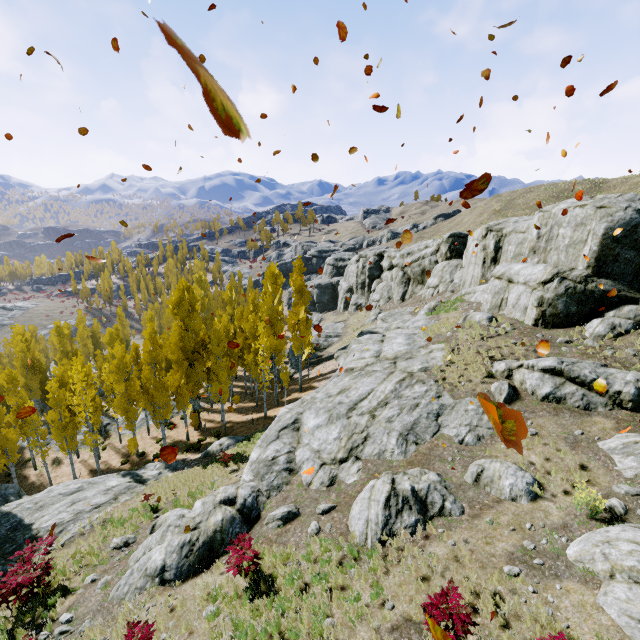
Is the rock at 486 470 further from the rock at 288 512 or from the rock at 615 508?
the rock at 615 508

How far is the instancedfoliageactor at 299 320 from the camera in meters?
28.2

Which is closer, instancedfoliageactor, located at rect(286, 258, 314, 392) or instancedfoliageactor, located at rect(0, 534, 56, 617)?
instancedfoliageactor, located at rect(0, 534, 56, 617)

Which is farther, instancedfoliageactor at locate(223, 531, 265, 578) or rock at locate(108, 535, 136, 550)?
rock at locate(108, 535, 136, 550)

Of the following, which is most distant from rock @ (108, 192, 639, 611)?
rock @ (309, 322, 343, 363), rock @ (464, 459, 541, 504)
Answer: rock @ (309, 322, 343, 363)

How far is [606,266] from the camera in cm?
1565

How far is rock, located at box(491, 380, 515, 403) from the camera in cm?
1330

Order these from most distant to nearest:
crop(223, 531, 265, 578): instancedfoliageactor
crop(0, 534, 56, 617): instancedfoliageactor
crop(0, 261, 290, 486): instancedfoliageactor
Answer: crop(0, 261, 290, 486): instancedfoliageactor, crop(0, 534, 56, 617): instancedfoliageactor, crop(223, 531, 265, 578): instancedfoliageactor
